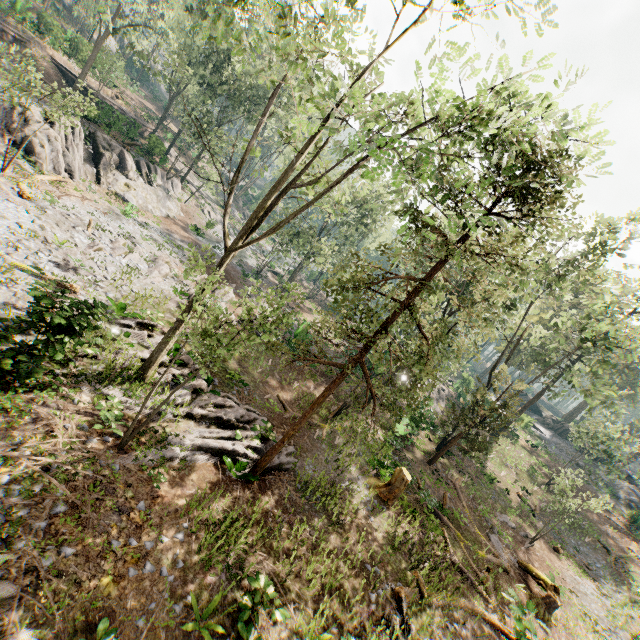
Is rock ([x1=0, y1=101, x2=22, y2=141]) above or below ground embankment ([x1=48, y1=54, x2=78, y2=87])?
below

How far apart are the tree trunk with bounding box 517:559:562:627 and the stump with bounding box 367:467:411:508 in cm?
906

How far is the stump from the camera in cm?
1598

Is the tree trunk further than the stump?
Yes

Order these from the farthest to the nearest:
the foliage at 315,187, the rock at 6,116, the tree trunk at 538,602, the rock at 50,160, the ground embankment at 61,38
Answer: the ground embankment at 61,38
the rock at 50,160
the rock at 6,116
the tree trunk at 538,602
the foliage at 315,187

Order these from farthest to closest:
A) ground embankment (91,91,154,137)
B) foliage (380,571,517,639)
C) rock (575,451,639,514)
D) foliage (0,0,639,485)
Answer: rock (575,451,639,514), ground embankment (91,91,154,137), foliage (380,571,517,639), foliage (0,0,639,485)

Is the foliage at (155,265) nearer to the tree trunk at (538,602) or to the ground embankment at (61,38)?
the ground embankment at (61,38)

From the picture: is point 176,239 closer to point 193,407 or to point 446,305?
point 193,407
